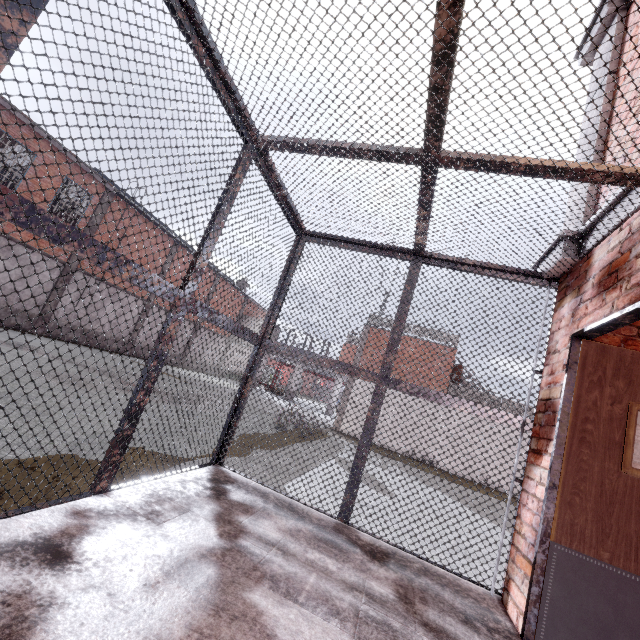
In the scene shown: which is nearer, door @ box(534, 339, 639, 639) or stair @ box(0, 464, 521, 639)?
stair @ box(0, 464, 521, 639)

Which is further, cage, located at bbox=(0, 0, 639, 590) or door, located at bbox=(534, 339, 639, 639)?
door, located at bbox=(534, 339, 639, 639)

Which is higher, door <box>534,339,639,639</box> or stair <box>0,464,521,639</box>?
door <box>534,339,639,639</box>

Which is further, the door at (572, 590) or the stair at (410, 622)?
the door at (572, 590)

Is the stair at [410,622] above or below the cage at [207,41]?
below

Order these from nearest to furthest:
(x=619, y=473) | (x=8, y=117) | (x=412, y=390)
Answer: (x=619, y=473) < (x=412, y=390) < (x=8, y=117)

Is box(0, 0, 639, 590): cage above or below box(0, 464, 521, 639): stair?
above
